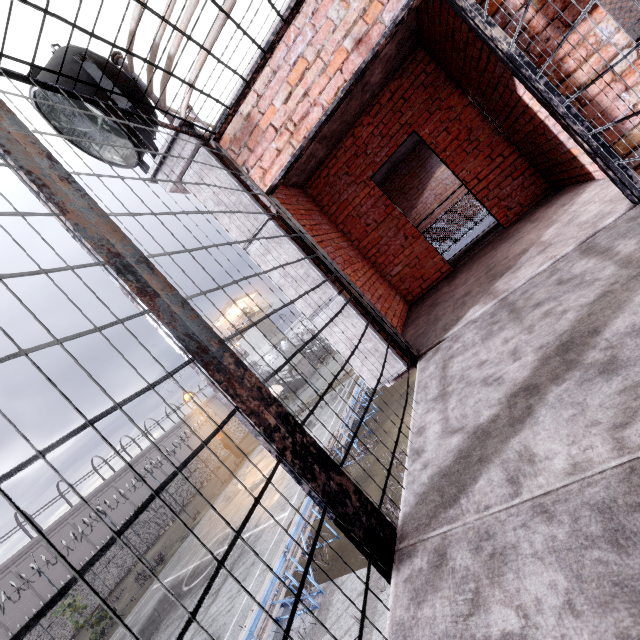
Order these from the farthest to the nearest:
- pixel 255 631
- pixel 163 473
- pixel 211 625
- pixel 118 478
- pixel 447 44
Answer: pixel 163 473, pixel 118 478, pixel 211 625, pixel 255 631, pixel 447 44

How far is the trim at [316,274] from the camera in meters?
3.2

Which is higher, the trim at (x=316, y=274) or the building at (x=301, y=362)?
the trim at (x=316, y=274)

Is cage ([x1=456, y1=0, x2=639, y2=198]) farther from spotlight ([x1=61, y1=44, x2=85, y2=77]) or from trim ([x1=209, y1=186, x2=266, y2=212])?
spotlight ([x1=61, y1=44, x2=85, y2=77])

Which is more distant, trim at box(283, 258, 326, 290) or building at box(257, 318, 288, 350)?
building at box(257, 318, 288, 350)

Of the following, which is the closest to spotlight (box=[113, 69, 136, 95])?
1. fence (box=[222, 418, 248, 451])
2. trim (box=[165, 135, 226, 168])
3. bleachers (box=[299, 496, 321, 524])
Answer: trim (box=[165, 135, 226, 168])

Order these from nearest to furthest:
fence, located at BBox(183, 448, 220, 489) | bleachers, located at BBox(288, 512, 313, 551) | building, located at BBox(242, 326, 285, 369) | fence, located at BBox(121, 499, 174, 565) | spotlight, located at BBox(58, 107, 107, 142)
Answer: spotlight, located at BBox(58, 107, 107, 142) < bleachers, located at BBox(288, 512, 313, 551) < fence, located at BBox(121, 499, 174, 565) < fence, located at BBox(183, 448, 220, 489) < building, located at BBox(242, 326, 285, 369)

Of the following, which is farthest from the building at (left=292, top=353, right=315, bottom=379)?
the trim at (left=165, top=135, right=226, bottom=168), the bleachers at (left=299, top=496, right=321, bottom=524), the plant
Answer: the trim at (left=165, top=135, right=226, bottom=168)
